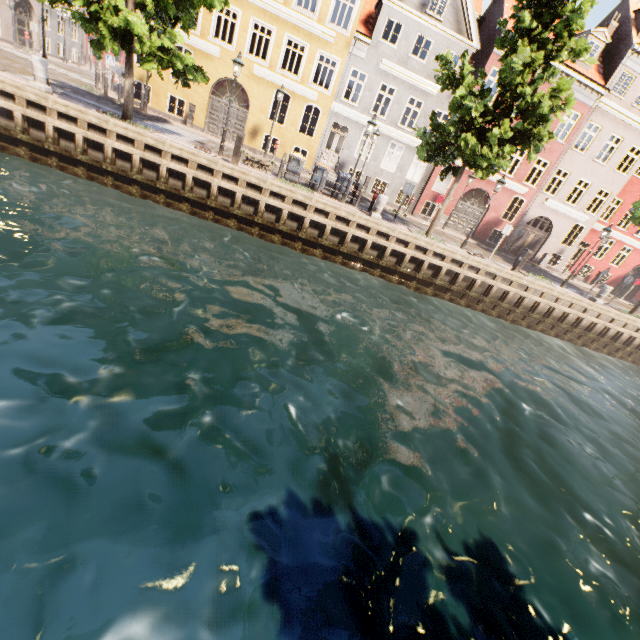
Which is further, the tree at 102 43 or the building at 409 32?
the building at 409 32

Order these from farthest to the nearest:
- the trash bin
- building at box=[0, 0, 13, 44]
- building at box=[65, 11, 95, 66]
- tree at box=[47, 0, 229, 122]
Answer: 1. building at box=[65, 11, 95, 66]
2. building at box=[0, 0, 13, 44]
3. the trash bin
4. tree at box=[47, 0, 229, 122]

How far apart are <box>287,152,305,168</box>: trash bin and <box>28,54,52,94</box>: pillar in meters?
9.3 m

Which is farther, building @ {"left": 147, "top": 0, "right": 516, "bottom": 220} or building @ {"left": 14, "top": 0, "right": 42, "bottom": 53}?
building @ {"left": 14, "top": 0, "right": 42, "bottom": 53}

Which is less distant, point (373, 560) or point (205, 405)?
point (373, 560)

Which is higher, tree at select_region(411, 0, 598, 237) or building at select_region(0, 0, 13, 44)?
tree at select_region(411, 0, 598, 237)

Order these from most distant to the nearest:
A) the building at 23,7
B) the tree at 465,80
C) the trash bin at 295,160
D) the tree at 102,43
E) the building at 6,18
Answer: the building at 23,7 → the building at 6,18 → the trash bin at 295,160 → the tree at 465,80 → the tree at 102,43

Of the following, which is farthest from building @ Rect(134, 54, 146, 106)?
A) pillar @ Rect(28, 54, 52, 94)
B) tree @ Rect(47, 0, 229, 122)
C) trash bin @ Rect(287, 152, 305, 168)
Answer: trash bin @ Rect(287, 152, 305, 168)
